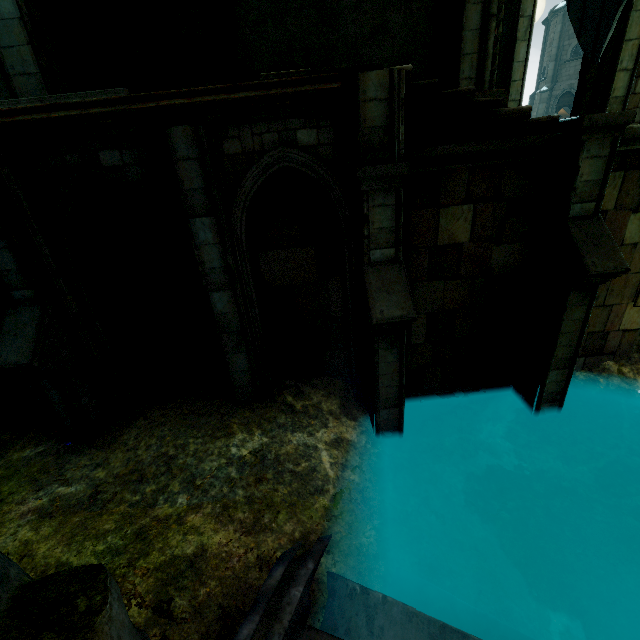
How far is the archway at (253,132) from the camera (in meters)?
4.74

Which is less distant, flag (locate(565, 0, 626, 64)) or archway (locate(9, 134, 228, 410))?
flag (locate(565, 0, 626, 64))

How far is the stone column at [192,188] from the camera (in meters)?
4.66

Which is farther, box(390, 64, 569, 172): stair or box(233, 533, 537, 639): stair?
box(390, 64, 569, 172): stair

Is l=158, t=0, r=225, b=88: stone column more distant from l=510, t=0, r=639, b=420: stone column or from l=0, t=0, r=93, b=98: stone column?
l=510, t=0, r=639, b=420: stone column

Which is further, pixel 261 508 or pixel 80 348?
pixel 80 348

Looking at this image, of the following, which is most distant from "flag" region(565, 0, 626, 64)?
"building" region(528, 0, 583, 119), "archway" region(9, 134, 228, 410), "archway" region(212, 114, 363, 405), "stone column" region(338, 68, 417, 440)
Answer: "building" region(528, 0, 583, 119)

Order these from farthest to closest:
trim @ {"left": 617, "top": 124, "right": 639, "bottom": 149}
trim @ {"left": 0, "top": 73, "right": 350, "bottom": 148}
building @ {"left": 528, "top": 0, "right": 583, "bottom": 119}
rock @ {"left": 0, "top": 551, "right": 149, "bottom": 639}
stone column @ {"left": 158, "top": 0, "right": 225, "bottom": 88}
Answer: building @ {"left": 528, "top": 0, "right": 583, "bottom": 119} → stone column @ {"left": 158, "top": 0, "right": 225, "bottom": 88} → trim @ {"left": 617, "top": 124, "right": 639, "bottom": 149} → trim @ {"left": 0, "top": 73, "right": 350, "bottom": 148} → rock @ {"left": 0, "top": 551, "right": 149, "bottom": 639}
